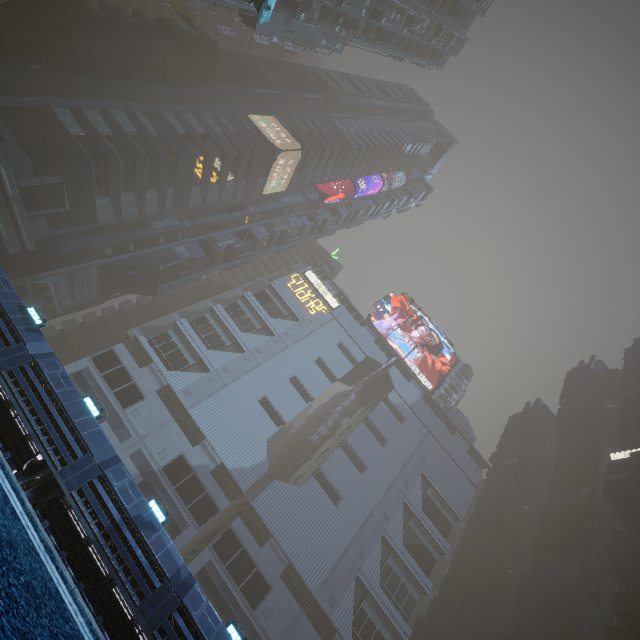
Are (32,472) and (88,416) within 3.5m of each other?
yes

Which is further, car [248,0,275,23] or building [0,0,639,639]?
car [248,0,275,23]

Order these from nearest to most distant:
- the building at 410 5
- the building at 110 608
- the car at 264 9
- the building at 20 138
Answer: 1. the building at 110 608
2. the building at 20 138
3. the car at 264 9
4. the building at 410 5

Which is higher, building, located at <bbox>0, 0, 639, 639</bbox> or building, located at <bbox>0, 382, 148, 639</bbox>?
building, located at <bbox>0, 0, 639, 639</bbox>

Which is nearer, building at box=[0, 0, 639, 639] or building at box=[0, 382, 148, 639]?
building at box=[0, 382, 148, 639]

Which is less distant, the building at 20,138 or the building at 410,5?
the building at 20,138

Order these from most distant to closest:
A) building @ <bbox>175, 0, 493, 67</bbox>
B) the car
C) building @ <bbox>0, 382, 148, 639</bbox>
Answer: building @ <bbox>175, 0, 493, 67</bbox>, the car, building @ <bbox>0, 382, 148, 639</bbox>
